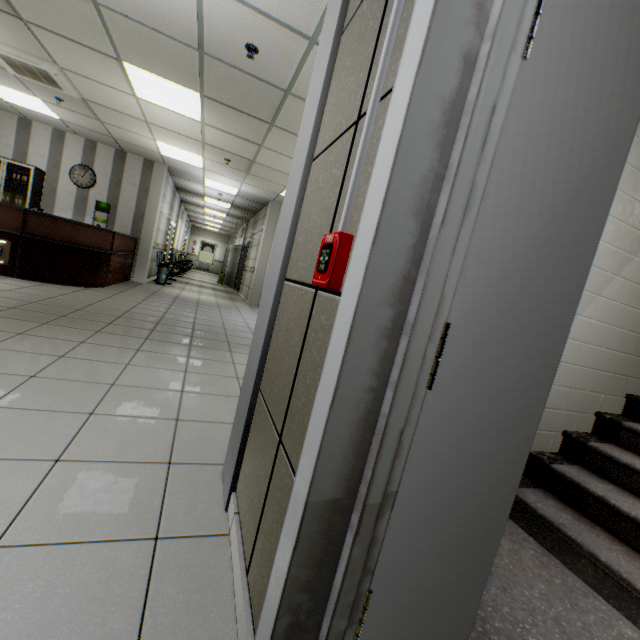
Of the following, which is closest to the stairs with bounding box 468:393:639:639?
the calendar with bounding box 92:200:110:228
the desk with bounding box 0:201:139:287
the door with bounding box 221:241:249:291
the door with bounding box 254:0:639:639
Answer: the door with bounding box 254:0:639:639

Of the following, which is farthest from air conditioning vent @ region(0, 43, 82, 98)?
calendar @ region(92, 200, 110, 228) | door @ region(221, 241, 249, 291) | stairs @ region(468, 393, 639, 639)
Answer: door @ region(221, 241, 249, 291)

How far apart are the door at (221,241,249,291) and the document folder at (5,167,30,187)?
6.91m

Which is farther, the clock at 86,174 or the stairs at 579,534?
the clock at 86,174

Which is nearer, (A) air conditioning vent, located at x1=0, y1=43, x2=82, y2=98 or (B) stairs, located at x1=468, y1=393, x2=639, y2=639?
(B) stairs, located at x1=468, y1=393, x2=639, y2=639

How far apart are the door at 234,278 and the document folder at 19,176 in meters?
6.9

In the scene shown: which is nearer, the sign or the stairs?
the stairs

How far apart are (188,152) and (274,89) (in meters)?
4.14
